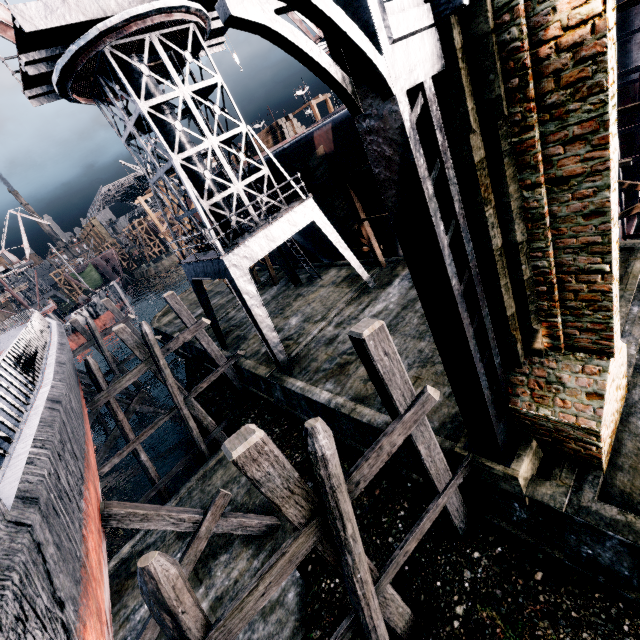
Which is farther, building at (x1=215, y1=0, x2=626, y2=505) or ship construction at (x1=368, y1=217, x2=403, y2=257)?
ship construction at (x1=368, y1=217, x2=403, y2=257)

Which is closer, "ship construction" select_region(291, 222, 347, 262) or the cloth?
the cloth

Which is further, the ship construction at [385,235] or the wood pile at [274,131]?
the wood pile at [274,131]

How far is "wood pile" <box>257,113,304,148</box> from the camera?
29.81m

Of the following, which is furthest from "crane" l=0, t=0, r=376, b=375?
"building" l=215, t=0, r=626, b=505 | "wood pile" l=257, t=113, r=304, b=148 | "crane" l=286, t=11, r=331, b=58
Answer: "crane" l=286, t=11, r=331, b=58

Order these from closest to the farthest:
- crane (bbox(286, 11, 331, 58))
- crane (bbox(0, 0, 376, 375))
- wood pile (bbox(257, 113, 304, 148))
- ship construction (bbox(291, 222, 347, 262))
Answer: crane (bbox(0, 0, 376, 375)) < ship construction (bbox(291, 222, 347, 262)) < wood pile (bbox(257, 113, 304, 148)) < crane (bbox(286, 11, 331, 58))

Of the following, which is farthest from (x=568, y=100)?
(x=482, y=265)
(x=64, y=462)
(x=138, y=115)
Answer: (x=138, y=115)

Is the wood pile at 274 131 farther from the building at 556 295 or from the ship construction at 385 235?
the building at 556 295
